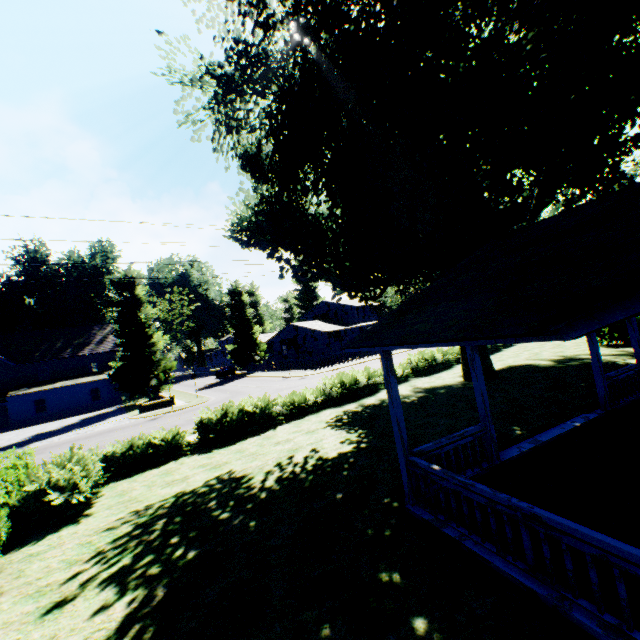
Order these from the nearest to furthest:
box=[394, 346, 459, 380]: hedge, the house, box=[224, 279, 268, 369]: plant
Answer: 1. the house
2. box=[394, 346, 459, 380]: hedge
3. box=[224, 279, 268, 369]: plant

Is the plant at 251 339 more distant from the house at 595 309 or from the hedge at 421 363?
the house at 595 309

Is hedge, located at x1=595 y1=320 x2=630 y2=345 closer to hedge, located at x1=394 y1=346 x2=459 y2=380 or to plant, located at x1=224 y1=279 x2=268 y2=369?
plant, located at x1=224 y1=279 x2=268 y2=369

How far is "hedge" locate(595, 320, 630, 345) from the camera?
19.9m

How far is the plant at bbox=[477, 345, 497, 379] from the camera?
17.6 meters

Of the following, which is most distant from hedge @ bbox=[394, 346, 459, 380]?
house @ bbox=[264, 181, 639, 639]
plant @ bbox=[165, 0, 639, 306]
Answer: house @ bbox=[264, 181, 639, 639]

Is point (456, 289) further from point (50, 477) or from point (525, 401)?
point (50, 477)

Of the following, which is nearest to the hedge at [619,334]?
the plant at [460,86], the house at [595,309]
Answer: the plant at [460,86]
